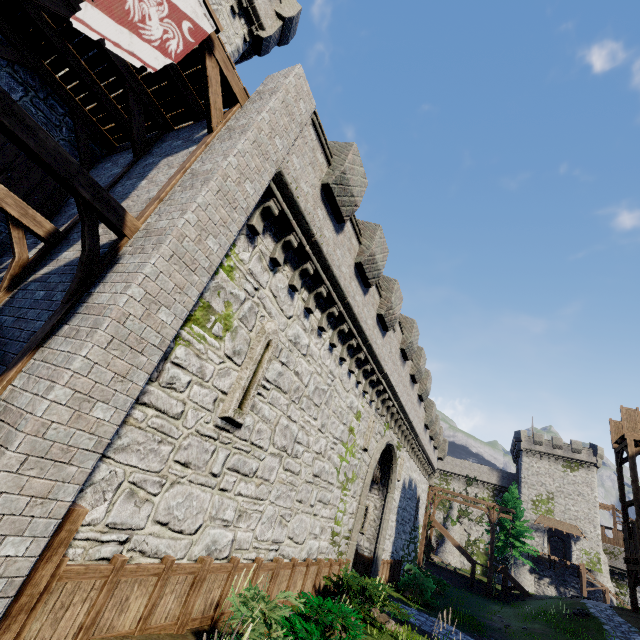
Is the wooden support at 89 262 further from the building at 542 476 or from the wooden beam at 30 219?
the building at 542 476

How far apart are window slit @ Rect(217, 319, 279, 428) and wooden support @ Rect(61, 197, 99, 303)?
3.2 meters

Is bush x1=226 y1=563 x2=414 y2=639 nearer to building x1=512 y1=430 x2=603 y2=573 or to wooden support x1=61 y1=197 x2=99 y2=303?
wooden support x1=61 y1=197 x2=99 y2=303

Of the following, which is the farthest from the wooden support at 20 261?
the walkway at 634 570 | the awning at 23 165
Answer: the walkway at 634 570

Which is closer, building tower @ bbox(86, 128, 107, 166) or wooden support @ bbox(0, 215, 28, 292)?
wooden support @ bbox(0, 215, 28, 292)

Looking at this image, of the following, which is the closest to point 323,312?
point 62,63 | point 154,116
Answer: point 154,116

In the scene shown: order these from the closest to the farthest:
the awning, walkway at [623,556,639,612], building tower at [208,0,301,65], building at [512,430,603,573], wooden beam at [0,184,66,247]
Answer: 1. wooden beam at [0,184,66,247]
2. the awning
3. building tower at [208,0,301,65]
4. walkway at [623,556,639,612]
5. building at [512,430,603,573]

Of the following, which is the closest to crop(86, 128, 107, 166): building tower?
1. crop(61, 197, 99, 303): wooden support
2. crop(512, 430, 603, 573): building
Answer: crop(61, 197, 99, 303): wooden support
